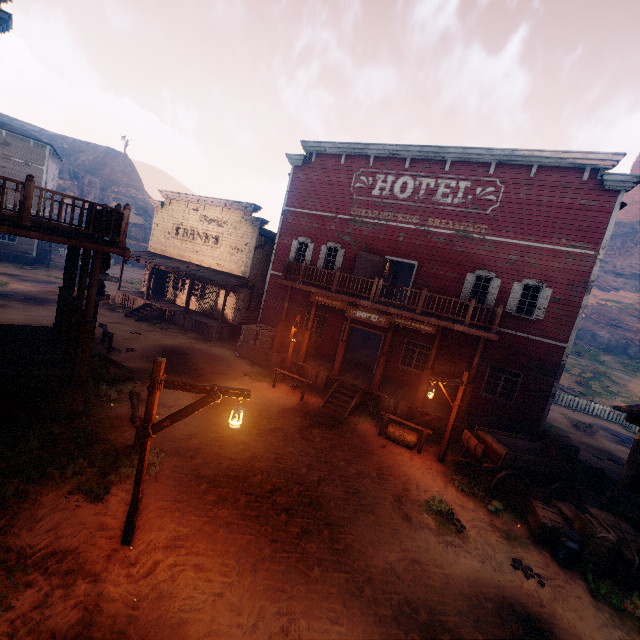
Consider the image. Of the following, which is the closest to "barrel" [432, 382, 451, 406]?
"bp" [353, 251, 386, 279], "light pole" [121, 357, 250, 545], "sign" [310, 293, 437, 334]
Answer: "sign" [310, 293, 437, 334]

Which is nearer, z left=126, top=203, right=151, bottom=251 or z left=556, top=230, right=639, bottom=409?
z left=556, top=230, right=639, bottom=409

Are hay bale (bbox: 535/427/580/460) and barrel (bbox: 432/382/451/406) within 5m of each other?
yes

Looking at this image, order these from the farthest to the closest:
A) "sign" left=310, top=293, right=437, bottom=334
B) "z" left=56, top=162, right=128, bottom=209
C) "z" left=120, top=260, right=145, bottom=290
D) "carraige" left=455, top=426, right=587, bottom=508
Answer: "z" left=56, top=162, right=128, bottom=209
"z" left=120, top=260, right=145, bottom=290
"sign" left=310, top=293, right=437, bottom=334
"carraige" left=455, top=426, right=587, bottom=508

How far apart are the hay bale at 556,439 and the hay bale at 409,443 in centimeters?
630cm

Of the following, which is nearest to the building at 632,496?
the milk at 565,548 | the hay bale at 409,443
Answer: the hay bale at 409,443

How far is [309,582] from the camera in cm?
575

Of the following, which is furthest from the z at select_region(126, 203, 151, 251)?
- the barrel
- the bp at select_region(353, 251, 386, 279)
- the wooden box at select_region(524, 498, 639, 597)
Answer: the bp at select_region(353, 251, 386, 279)
